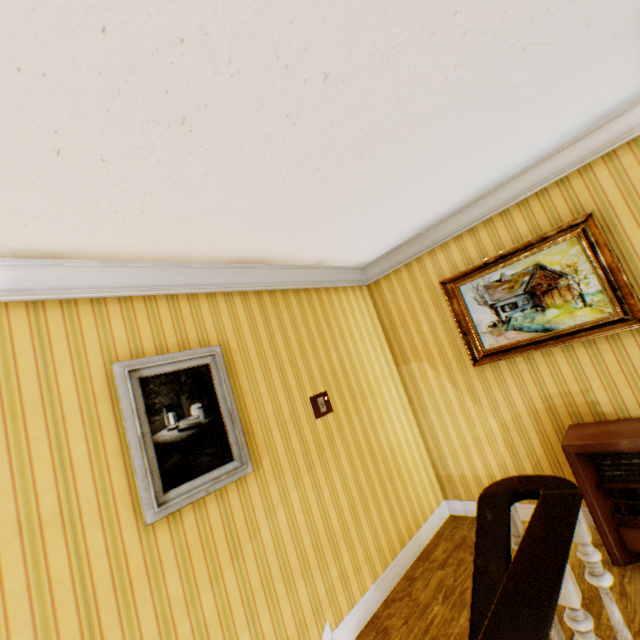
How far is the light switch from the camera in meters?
3.0

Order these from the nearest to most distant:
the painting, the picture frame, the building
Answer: the building
the picture frame
the painting

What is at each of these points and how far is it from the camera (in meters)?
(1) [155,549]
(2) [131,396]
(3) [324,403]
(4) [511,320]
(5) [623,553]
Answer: (1) building, 1.91
(2) picture frame, 2.04
(3) light switch, 3.12
(4) painting, 3.14
(5) heater, 2.38

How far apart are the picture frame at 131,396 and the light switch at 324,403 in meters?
0.8 m

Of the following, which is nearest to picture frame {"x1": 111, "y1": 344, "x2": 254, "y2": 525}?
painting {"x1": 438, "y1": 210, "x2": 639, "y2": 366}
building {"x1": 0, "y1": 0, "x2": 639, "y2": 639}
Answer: building {"x1": 0, "y1": 0, "x2": 639, "y2": 639}

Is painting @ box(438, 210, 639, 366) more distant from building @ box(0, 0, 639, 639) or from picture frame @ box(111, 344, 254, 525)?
picture frame @ box(111, 344, 254, 525)

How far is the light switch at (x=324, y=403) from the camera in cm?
303

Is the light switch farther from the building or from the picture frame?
the picture frame
